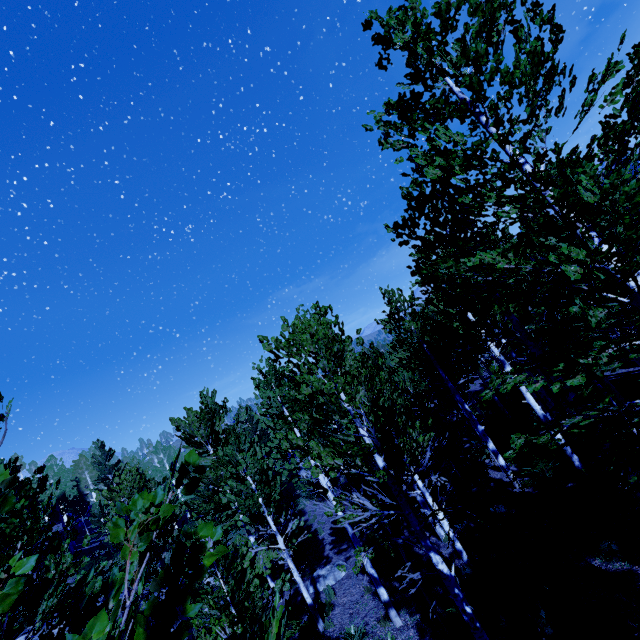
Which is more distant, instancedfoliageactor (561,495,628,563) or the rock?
the rock

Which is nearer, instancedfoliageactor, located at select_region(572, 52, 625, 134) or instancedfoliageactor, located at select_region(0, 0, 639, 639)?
instancedfoliageactor, located at select_region(0, 0, 639, 639)

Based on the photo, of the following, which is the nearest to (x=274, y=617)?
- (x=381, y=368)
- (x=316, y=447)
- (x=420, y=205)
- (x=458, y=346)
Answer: (x=316, y=447)

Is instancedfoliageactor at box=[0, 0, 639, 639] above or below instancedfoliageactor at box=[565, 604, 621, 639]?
above

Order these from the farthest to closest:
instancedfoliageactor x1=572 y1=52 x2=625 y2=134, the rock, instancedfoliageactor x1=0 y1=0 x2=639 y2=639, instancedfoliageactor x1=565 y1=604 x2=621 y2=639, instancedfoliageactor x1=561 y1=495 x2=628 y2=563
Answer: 1. the rock
2. instancedfoliageactor x1=561 y1=495 x2=628 y2=563
3. instancedfoliageactor x1=565 y1=604 x2=621 y2=639
4. instancedfoliageactor x1=572 y1=52 x2=625 y2=134
5. instancedfoliageactor x1=0 y1=0 x2=639 y2=639

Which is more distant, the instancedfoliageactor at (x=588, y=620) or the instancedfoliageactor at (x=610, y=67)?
the instancedfoliageactor at (x=588, y=620)

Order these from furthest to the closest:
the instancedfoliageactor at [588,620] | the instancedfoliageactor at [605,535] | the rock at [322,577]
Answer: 1. the rock at [322,577]
2. the instancedfoliageactor at [605,535]
3. the instancedfoliageactor at [588,620]

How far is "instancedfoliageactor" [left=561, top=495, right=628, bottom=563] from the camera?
7.05m
